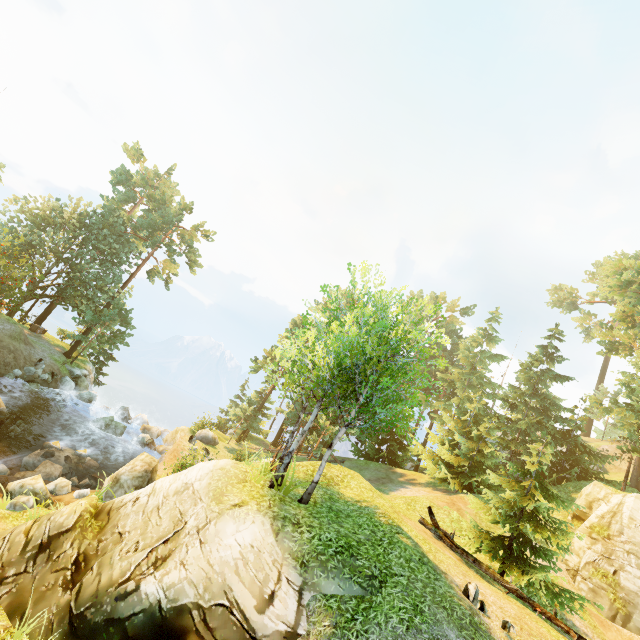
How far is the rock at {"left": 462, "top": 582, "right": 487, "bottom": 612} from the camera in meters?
8.8 m

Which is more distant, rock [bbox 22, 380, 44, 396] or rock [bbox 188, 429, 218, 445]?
rock [bbox 188, 429, 218, 445]

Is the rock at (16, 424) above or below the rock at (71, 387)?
below

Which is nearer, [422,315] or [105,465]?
[422,315]

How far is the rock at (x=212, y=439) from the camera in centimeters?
2550cm

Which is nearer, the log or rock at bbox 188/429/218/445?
the log

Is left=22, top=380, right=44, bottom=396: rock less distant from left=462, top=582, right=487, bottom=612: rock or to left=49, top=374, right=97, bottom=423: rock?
left=49, top=374, right=97, bottom=423: rock

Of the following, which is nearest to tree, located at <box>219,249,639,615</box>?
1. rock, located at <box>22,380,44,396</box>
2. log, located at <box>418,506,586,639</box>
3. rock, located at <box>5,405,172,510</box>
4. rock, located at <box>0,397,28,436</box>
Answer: log, located at <box>418,506,586,639</box>
